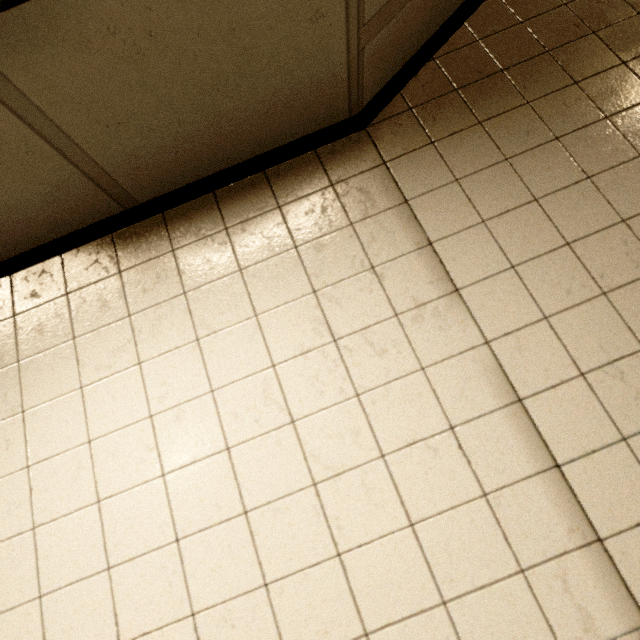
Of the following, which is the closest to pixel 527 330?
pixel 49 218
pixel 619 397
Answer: pixel 619 397
